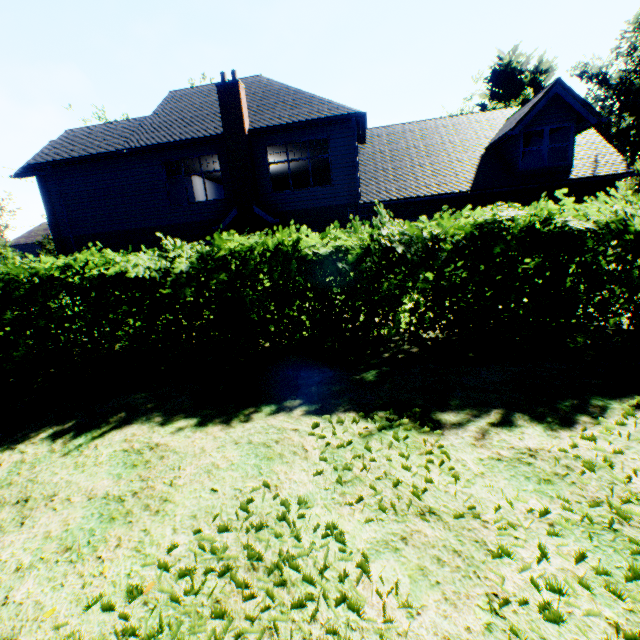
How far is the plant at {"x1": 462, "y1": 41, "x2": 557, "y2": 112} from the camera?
36.4m

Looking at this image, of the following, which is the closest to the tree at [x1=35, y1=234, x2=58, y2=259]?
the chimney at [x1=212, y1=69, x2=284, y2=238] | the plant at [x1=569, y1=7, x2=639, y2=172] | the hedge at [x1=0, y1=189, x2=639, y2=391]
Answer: the hedge at [x1=0, y1=189, x2=639, y2=391]

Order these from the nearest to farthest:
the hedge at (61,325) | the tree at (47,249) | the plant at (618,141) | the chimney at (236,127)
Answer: the hedge at (61,325), the chimney at (236,127), the tree at (47,249), the plant at (618,141)

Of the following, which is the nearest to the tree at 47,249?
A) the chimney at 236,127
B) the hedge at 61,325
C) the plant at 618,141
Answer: the hedge at 61,325

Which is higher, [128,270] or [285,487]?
[128,270]

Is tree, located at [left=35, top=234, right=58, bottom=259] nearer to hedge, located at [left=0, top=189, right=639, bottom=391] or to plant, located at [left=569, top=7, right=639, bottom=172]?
hedge, located at [left=0, top=189, right=639, bottom=391]

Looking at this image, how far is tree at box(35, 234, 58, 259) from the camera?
38.6 meters

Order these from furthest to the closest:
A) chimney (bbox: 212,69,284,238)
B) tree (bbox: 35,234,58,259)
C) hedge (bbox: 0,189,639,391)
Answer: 1. tree (bbox: 35,234,58,259)
2. chimney (bbox: 212,69,284,238)
3. hedge (bbox: 0,189,639,391)
